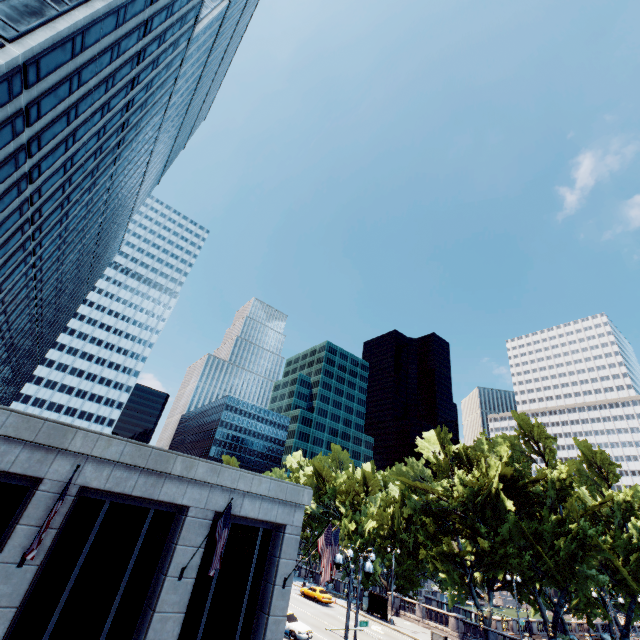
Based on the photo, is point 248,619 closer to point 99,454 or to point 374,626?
point 99,454

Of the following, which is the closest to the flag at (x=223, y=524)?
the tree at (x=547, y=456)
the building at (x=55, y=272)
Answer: the building at (x=55, y=272)

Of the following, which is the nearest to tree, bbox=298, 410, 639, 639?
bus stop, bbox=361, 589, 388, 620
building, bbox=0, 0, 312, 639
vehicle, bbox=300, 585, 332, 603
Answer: bus stop, bbox=361, 589, 388, 620

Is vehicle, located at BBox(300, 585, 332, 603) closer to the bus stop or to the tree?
the bus stop

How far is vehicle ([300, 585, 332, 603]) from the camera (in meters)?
40.56

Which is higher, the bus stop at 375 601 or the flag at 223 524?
the flag at 223 524

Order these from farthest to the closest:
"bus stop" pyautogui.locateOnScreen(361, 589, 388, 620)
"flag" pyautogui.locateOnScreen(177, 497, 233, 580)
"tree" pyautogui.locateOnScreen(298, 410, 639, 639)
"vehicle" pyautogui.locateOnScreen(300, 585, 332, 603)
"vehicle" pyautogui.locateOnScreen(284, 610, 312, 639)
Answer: "vehicle" pyautogui.locateOnScreen(300, 585, 332, 603) → "bus stop" pyautogui.locateOnScreen(361, 589, 388, 620) → "tree" pyautogui.locateOnScreen(298, 410, 639, 639) → "vehicle" pyautogui.locateOnScreen(284, 610, 312, 639) → "flag" pyautogui.locateOnScreen(177, 497, 233, 580)

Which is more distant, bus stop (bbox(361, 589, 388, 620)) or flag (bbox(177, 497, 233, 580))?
bus stop (bbox(361, 589, 388, 620))
